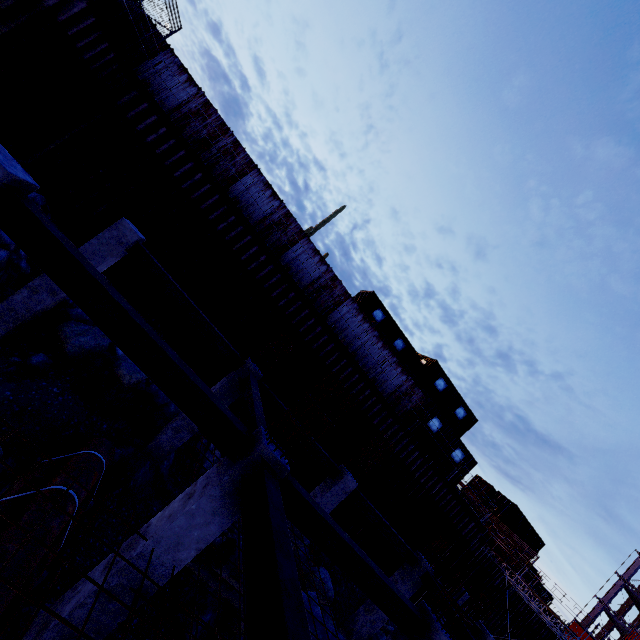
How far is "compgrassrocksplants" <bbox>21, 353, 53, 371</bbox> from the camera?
7.9m

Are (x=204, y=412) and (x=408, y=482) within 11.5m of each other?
no

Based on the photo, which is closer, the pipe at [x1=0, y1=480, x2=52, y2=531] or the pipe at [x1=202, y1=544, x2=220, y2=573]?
the pipe at [x1=0, y1=480, x2=52, y2=531]

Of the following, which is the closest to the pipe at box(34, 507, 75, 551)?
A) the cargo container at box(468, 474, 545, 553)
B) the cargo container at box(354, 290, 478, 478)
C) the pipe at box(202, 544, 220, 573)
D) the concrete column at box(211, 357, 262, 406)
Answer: the concrete column at box(211, 357, 262, 406)

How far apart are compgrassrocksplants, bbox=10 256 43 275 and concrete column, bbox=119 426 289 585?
8.5m

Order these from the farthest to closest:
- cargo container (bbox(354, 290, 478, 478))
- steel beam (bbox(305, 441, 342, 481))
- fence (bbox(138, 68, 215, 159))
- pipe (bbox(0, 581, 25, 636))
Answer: cargo container (bbox(354, 290, 478, 478)) < fence (bbox(138, 68, 215, 159)) < steel beam (bbox(305, 441, 342, 481)) < pipe (bbox(0, 581, 25, 636))

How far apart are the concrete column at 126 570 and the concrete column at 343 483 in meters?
6.2

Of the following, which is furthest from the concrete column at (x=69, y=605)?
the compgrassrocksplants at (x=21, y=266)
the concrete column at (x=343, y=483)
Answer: the compgrassrocksplants at (x=21, y=266)
